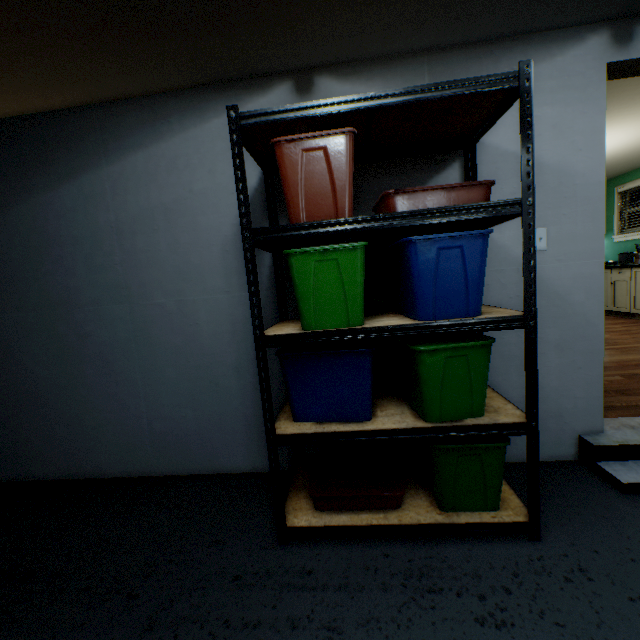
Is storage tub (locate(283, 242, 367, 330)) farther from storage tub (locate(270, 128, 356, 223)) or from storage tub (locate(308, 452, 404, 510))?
storage tub (locate(308, 452, 404, 510))

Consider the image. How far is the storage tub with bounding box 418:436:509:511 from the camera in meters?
1.5

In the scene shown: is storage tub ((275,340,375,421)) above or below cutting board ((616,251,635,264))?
below

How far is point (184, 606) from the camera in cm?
129

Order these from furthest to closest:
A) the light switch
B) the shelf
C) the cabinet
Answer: the cabinet < the light switch < the shelf

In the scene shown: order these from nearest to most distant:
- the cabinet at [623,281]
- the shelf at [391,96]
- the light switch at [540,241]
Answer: the shelf at [391,96] < the light switch at [540,241] < the cabinet at [623,281]

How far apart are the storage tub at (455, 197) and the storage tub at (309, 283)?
0.16m

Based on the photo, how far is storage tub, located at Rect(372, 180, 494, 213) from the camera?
1.4m
